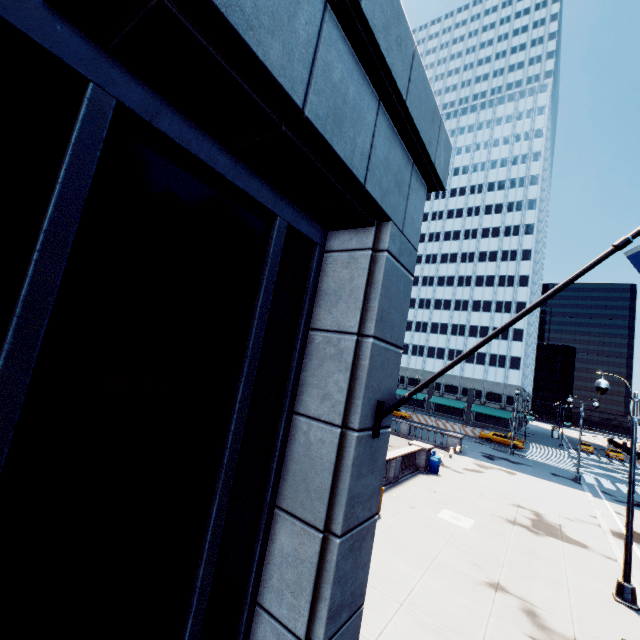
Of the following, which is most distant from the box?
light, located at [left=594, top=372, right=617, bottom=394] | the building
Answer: the building

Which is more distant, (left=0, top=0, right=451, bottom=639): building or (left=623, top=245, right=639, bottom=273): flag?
(left=623, top=245, right=639, bottom=273): flag

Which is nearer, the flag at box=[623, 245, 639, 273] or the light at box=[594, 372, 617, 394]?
the flag at box=[623, 245, 639, 273]

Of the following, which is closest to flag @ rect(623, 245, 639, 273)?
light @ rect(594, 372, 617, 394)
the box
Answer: light @ rect(594, 372, 617, 394)

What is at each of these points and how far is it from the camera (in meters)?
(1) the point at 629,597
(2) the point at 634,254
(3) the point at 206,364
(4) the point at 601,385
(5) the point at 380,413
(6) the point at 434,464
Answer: (1) light, 10.46
(2) flag, 3.11
(3) building, 3.21
(4) light, 12.02
(5) flag, 4.15
(6) box, 22.03

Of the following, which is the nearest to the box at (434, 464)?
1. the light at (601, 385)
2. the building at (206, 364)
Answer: the light at (601, 385)

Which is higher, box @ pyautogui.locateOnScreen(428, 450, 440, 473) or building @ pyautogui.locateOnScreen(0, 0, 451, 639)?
building @ pyautogui.locateOnScreen(0, 0, 451, 639)
